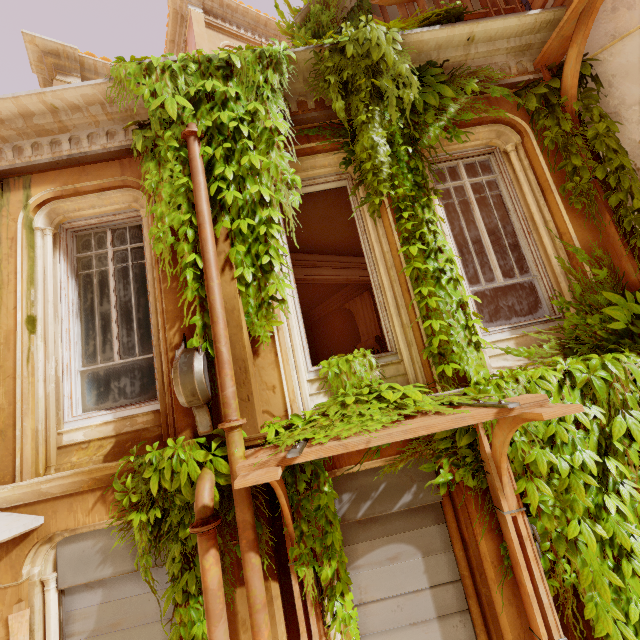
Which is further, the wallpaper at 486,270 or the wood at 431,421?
the wallpaper at 486,270

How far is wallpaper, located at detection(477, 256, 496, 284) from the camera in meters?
10.0 m

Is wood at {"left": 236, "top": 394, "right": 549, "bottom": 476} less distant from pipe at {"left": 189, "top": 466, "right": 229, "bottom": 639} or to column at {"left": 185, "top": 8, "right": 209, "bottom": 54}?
pipe at {"left": 189, "top": 466, "right": 229, "bottom": 639}

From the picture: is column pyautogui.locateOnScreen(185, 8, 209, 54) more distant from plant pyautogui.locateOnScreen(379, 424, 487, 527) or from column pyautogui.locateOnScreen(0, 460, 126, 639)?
column pyautogui.locateOnScreen(0, 460, 126, 639)

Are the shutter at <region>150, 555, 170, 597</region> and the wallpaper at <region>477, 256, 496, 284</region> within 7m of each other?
no

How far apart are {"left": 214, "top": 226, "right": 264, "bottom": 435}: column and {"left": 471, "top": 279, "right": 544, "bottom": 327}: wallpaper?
8.5 meters

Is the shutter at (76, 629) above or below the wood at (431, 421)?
below

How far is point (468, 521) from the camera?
3.4 meters
